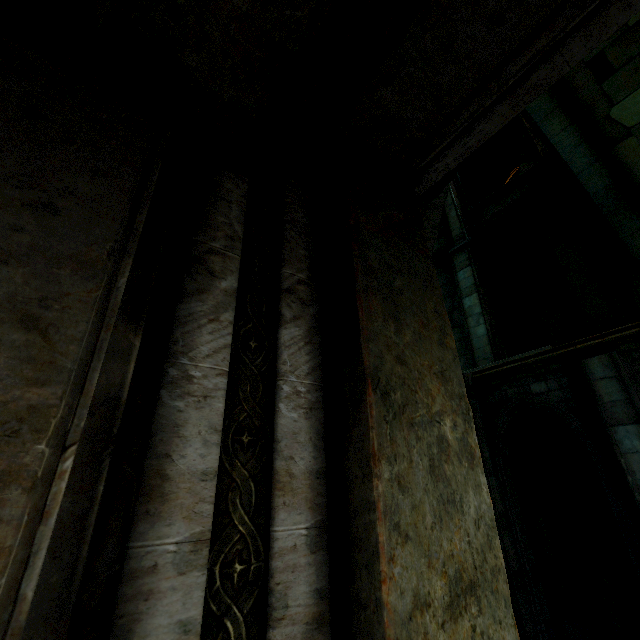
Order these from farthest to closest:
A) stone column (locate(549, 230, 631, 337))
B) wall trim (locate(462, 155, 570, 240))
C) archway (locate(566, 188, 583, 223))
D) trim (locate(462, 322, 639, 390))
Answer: wall trim (locate(462, 155, 570, 240)) < archway (locate(566, 188, 583, 223)) < stone column (locate(549, 230, 631, 337)) < trim (locate(462, 322, 639, 390))

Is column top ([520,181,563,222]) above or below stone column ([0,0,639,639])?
above

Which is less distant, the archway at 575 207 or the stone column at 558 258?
the stone column at 558 258

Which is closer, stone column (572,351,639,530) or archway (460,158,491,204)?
stone column (572,351,639,530)

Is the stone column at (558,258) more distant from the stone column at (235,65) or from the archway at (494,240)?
the stone column at (235,65)

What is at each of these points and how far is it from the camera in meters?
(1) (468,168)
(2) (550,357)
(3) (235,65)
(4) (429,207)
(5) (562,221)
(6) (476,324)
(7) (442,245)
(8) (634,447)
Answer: (1) archway, 16.8 m
(2) trim, 6.7 m
(3) stone column, 1.1 m
(4) rock, 3.8 m
(5) stone column, 9.6 m
(6) stone column, 10.3 m
(7) wall trim, 13.0 m
(8) stone column, 5.3 m

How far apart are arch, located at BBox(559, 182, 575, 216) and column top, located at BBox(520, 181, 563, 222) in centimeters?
1cm

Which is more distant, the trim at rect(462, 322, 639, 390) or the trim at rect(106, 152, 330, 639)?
the trim at rect(462, 322, 639, 390)
